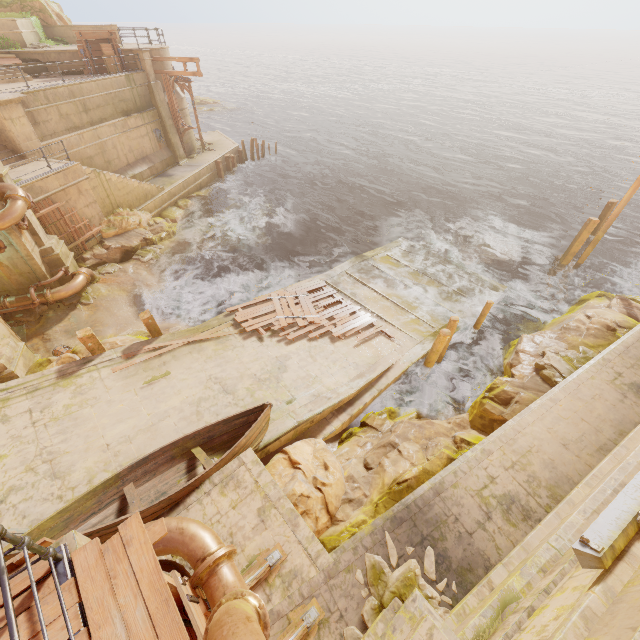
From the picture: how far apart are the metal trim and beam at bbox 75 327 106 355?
8.4 meters

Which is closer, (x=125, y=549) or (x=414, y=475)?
(x=125, y=549)

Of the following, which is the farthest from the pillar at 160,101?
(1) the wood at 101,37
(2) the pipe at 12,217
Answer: (2) the pipe at 12,217

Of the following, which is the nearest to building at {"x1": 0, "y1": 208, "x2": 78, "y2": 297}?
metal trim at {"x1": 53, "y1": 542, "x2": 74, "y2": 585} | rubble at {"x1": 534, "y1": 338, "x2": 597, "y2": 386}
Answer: metal trim at {"x1": 53, "y1": 542, "x2": 74, "y2": 585}

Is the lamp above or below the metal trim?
above

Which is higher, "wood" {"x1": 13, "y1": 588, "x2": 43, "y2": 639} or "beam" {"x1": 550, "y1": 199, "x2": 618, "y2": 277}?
"wood" {"x1": 13, "y1": 588, "x2": 43, "y2": 639}

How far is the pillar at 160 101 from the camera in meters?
22.6 m

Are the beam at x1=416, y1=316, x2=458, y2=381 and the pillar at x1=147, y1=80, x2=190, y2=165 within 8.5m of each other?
no
